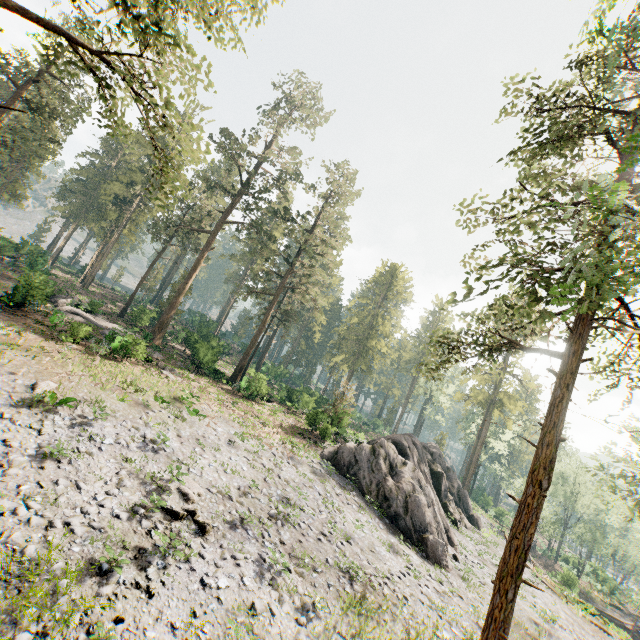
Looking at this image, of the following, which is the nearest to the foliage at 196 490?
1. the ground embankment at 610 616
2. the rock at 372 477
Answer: the rock at 372 477

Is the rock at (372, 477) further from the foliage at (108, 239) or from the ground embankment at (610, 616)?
the ground embankment at (610, 616)

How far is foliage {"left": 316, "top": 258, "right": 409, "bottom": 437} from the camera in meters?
31.5

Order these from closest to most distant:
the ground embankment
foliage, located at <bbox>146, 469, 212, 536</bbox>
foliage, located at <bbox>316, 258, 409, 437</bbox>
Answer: foliage, located at <bbox>146, 469, 212, 536</bbox>
the ground embankment
foliage, located at <bbox>316, 258, 409, 437</bbox>

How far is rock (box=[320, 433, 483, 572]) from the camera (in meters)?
21.75

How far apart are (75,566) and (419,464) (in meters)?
25.89

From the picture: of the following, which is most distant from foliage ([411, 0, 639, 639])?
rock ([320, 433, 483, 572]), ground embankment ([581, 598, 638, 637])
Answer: ground embankment ([581, 598, 638, 637])
